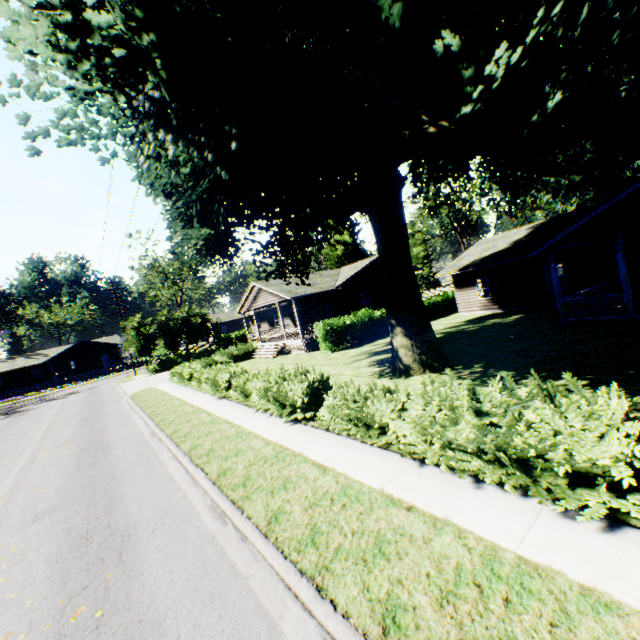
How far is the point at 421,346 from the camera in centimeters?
1236cm

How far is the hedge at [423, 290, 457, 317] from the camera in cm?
2797

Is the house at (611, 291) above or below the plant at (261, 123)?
below

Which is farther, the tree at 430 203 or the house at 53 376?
the house at 53 376

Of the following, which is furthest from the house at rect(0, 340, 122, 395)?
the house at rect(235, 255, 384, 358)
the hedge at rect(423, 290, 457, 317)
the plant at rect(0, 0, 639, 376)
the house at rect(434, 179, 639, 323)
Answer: the house at rect(434, 179, 639, 323)

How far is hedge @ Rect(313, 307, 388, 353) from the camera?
22.47m

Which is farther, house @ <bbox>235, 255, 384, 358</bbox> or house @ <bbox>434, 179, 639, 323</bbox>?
house @ <bbox>235, 255, 384, 358</bbox>

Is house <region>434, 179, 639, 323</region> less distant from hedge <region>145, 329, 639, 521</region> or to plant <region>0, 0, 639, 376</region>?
plant <region>0, 0, 639, 376</region>
